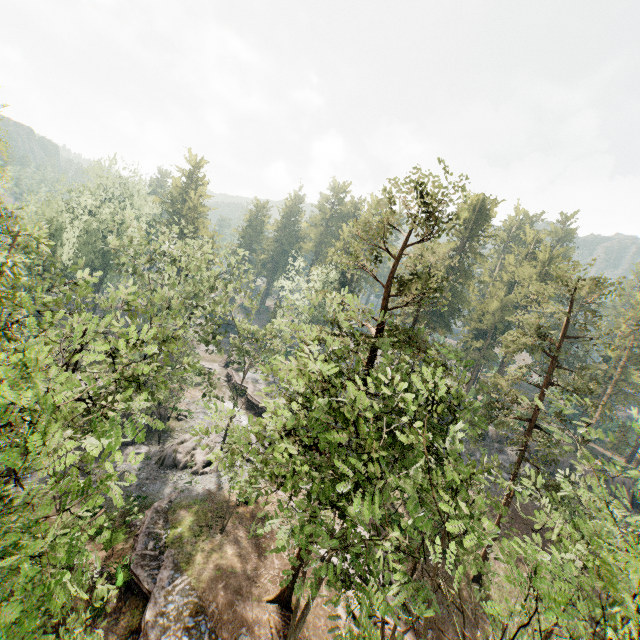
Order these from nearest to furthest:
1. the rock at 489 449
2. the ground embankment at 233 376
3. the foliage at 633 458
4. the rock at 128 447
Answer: the foliage at 633 458
the rock at 128 447
the rock at 489 449
the ground embankment at 233 376

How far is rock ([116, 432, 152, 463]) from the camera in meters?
28.9 m

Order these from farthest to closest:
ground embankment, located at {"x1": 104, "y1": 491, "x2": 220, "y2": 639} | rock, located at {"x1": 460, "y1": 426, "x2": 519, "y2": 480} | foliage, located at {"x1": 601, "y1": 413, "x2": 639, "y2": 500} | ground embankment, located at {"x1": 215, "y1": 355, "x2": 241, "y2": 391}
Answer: ground embankment, located at {"x1": 215, "y1": 355, "x2": 241, "y2": 391} < rock, located at {"x1": 460, "y1": 426, "x2": 519, "y2": 480} < ground embankment, located at {"x1": 104, "y1": 491, "x2": 220, "y2": 639} < foliage, located at {"x1": 601, "y1": 413, "x2": 639, "y2": 500}

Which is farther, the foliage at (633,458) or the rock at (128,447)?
the rock at (128,447)

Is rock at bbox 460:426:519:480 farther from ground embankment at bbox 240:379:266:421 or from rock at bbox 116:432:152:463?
rock at bbox 116:432:152:463

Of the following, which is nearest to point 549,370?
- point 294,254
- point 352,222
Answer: point 352,222

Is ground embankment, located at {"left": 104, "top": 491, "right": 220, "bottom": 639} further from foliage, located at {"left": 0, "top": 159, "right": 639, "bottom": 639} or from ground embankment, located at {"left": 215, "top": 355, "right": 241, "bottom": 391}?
ground embankment, located at {"left": 215, "top": 355, "right": 241, "bottom": 391}

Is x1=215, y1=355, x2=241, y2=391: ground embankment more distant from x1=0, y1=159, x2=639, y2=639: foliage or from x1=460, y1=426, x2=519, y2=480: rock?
x1=460, y1=426, x2=519, y2=480: rock
